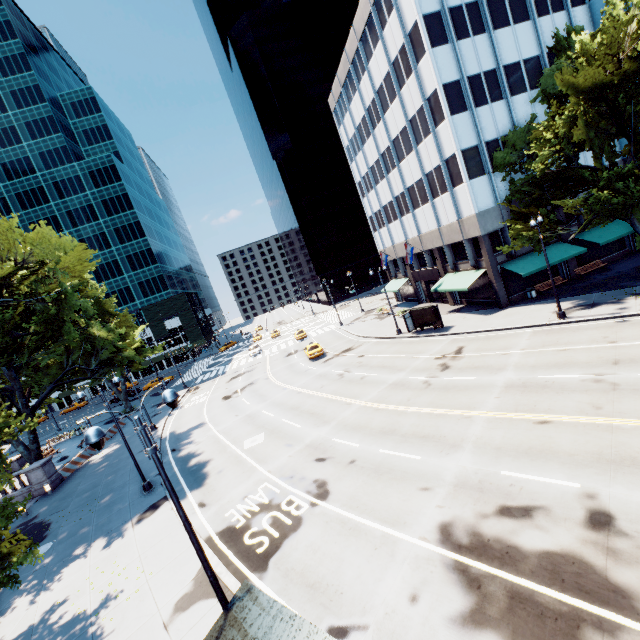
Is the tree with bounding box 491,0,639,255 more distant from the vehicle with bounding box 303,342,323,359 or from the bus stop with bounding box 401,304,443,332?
the vehicle with bounding box 303,342,323,359

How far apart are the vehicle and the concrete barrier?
23.1 meters

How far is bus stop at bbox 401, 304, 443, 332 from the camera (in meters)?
30.12

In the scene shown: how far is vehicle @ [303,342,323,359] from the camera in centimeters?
3606cm

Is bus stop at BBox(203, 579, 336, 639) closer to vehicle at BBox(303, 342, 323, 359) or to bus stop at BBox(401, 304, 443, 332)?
bus stop at BBox(401, 304, 443, 332)

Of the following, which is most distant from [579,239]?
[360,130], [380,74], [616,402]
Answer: [360,130]

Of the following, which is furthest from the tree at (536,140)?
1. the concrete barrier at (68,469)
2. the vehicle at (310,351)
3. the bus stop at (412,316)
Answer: the vehicle at (310,351)

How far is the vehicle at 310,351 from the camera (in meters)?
36.06
